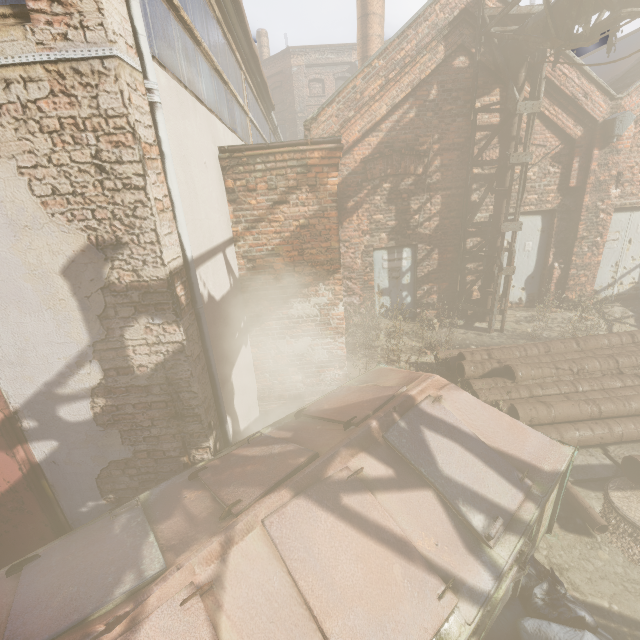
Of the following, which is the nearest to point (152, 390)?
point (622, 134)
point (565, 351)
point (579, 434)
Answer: point (579, 434)

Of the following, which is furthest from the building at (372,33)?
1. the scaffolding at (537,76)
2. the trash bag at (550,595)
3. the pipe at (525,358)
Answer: the trash bag at (550,595)

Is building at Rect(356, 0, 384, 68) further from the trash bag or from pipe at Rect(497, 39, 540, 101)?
the trash bag

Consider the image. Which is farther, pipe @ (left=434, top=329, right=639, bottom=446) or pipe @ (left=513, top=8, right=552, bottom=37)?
pipe @ (left=513, top=8, right=552, bottom=37)

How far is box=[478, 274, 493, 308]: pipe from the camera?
7.95m

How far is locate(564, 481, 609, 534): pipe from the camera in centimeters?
344cm

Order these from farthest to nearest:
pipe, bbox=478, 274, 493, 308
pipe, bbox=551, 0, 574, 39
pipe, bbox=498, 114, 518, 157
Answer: pipe, bbox=478, 274, 493, 308, pipe, bbox=498, 114, 518, 157, pipe, bbox=551, 0, 574, 39

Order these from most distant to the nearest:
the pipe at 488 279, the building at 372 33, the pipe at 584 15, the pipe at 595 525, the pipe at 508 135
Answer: the building at 372 33, the pipe at 488 279, the pipe at 508 135, the pipe at 584 15, the pipe at 595 525
